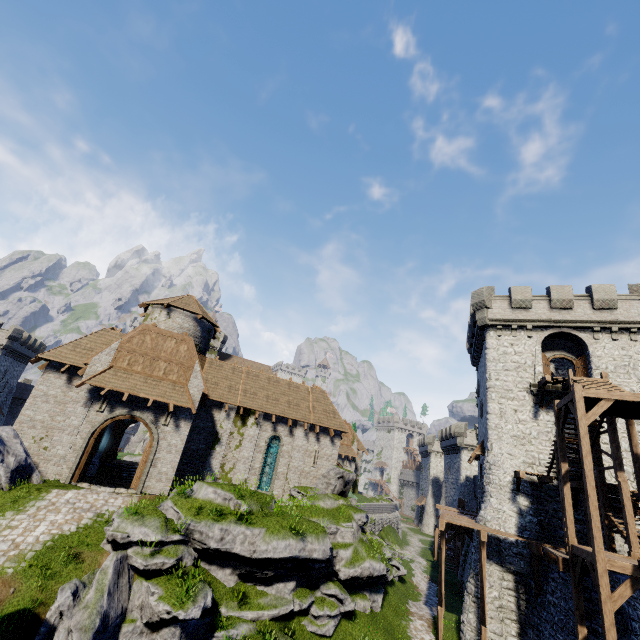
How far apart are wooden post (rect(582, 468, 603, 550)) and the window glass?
18.30m

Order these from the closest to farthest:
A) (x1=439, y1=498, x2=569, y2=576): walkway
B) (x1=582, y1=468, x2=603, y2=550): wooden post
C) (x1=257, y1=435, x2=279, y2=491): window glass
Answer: (x1=582, y1=468, x2=603, y2=550): wooden post < (x1=439, y1=498, x2=569, y2=576): walkway < (x1=257, y1=435, x2=279, y2=491): window glass

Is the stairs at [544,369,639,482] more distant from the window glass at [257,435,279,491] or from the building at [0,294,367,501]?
the window glass at [257,435,279,491]

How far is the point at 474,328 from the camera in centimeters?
2998cm

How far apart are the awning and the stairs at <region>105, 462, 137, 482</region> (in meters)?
11.18

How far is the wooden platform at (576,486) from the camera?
17.55m

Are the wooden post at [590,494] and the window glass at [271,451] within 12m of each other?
no

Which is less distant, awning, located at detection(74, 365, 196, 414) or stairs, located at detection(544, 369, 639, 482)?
stairs, located at detection(544, 369, 639, 482)
